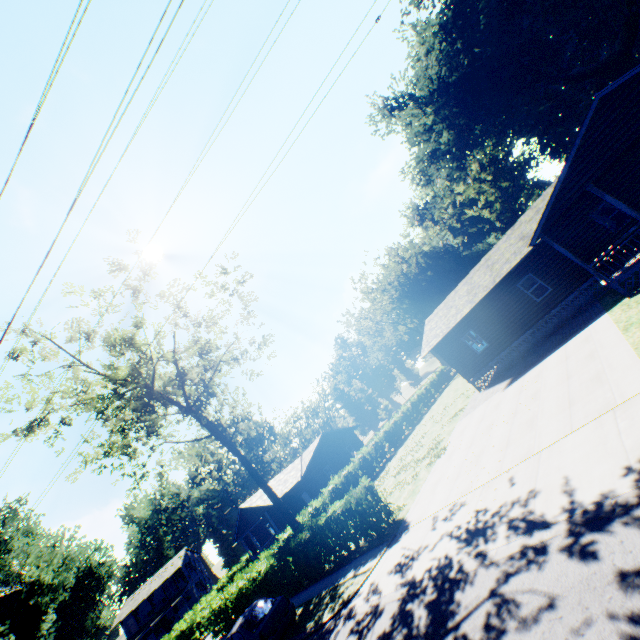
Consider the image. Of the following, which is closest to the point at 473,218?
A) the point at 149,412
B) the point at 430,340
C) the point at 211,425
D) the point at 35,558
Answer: the point at 430,340

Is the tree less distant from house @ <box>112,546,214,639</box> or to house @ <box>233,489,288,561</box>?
house @ <box>233,489,288,561</box>

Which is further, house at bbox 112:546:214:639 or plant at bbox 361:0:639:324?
house at bbox 112:546:214:639

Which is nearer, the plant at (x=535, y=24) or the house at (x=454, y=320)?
the house at (x=454, y=320)

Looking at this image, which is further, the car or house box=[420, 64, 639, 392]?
house box=[420, 64, 639, 392]

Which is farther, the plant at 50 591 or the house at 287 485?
the house at 287 485

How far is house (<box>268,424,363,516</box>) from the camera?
34.94m
